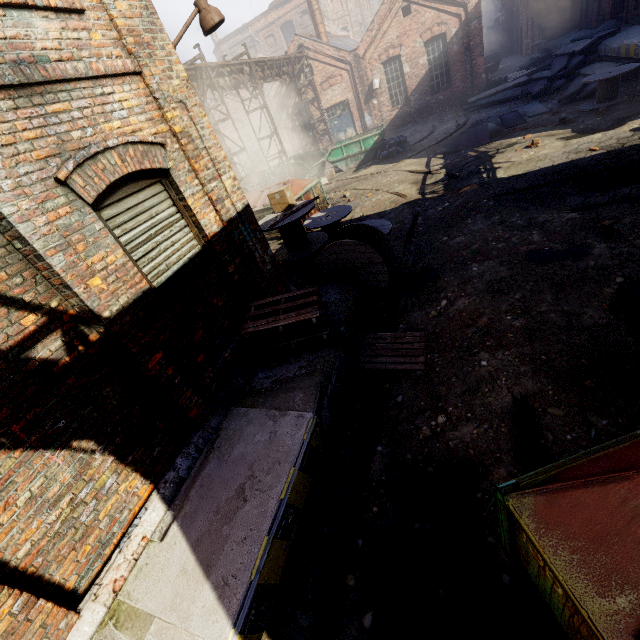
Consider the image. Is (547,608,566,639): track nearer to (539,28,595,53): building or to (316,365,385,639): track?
(316,365,385,639): track

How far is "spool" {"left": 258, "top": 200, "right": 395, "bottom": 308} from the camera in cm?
621

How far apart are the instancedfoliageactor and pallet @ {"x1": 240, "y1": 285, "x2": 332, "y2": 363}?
4.9 meters

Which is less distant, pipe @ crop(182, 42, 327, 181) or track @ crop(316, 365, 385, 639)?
track @ crop(316, 365, 385, 639)

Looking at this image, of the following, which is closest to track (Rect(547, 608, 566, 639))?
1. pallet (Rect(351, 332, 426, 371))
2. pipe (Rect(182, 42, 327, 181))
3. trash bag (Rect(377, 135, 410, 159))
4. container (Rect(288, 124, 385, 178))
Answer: pallet (Rect(351, 332, 426, 371))

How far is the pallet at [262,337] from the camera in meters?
4.7

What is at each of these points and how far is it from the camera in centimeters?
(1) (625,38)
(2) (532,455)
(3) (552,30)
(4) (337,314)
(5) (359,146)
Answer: (1) building, 1345cm
(2) track, 343cm
(3) trash bag, 2302cm
(4) building, 551cm
(5) container, 1791cm

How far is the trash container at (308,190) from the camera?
11.7 meters
